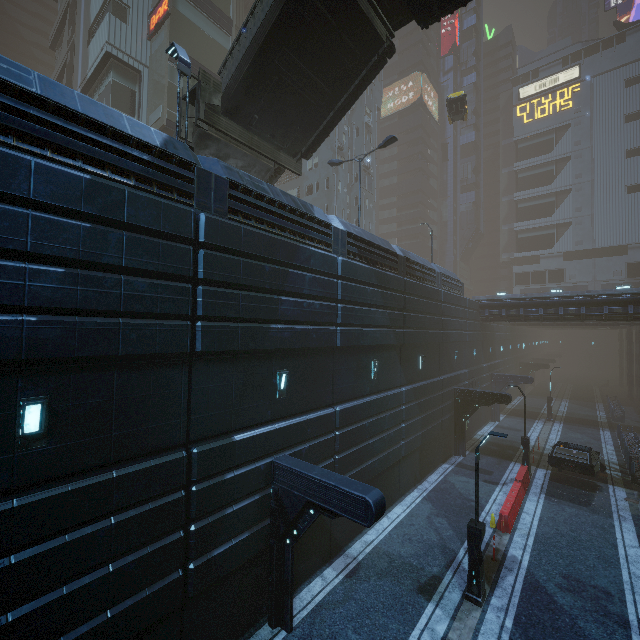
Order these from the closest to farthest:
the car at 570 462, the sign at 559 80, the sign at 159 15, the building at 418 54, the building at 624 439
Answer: the car at 570 462
the building at 624 439
the sign at 159 15
the sign at 559 80
the building at 418 54

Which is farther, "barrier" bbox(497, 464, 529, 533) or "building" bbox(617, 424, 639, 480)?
"building" bbox(617, 424, 639, 480)

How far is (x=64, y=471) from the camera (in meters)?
6.14

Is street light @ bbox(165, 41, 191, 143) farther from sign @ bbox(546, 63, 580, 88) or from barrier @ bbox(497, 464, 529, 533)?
sign @ bbox(546, 63, 580, 88)

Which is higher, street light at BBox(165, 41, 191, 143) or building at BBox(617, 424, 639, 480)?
street light at BBox(165, 41, 191, 143)

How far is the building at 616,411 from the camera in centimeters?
3332cm

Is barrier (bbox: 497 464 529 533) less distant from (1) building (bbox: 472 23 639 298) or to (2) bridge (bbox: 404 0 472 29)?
(1) building (bbox: 472 23 639 298)

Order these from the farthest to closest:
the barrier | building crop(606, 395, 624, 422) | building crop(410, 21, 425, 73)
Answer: building crop(410, 21, 425, 73) → building crop(606, 395, 624, 422) → the barrier
